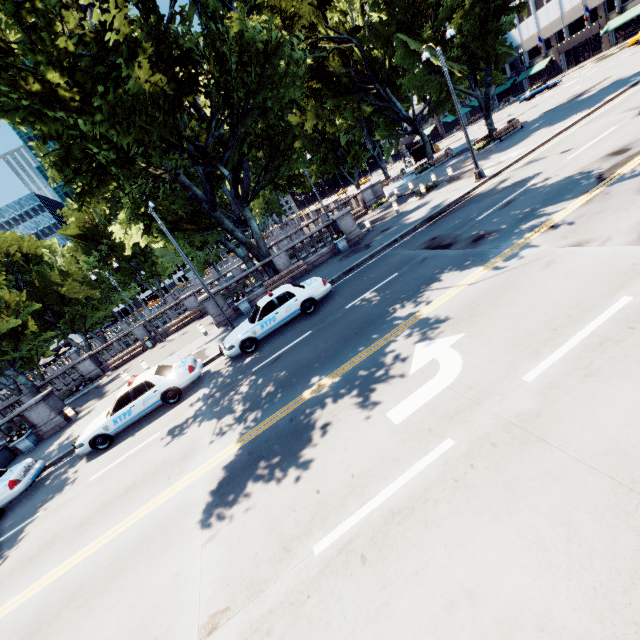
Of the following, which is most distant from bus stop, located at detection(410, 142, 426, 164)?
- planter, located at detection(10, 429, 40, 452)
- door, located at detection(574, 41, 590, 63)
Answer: planter, located at detection(10, 429, 40, 452)

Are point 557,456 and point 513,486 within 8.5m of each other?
yes

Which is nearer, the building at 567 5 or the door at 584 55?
the building at 567 5

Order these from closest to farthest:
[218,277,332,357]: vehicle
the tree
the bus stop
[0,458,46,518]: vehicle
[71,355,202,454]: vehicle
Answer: the tree
[0,458,46,518]: vehicle
[71,355,202,454]: vehicle
[218,277,332,357]: vehicle
the bus stop

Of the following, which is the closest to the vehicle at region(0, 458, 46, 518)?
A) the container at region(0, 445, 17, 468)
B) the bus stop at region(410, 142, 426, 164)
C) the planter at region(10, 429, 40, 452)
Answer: the container at region(0, 445, 17, 468)

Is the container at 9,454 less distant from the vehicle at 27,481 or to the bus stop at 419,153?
the vehicle at 27,481

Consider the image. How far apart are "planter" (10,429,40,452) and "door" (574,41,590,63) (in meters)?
93.28

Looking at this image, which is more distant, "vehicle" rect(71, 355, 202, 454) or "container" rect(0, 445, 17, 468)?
"container" rect(0, 445, 17, 468)
